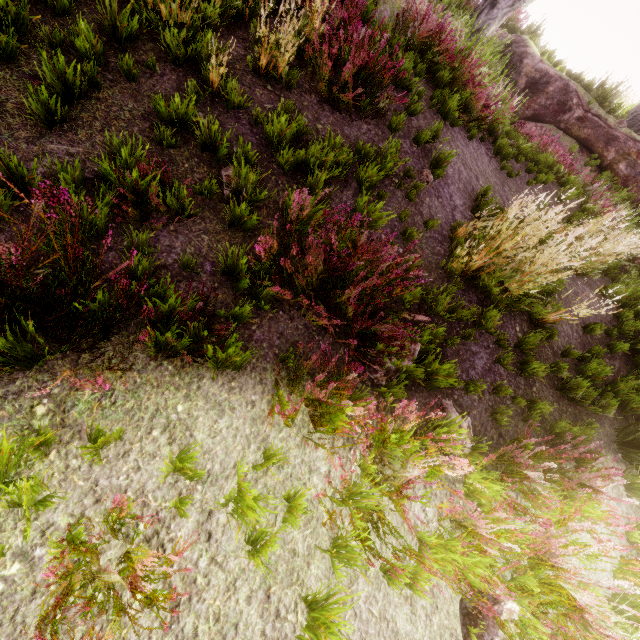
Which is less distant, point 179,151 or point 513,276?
point 179,151

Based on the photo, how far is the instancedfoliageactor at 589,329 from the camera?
5.4m

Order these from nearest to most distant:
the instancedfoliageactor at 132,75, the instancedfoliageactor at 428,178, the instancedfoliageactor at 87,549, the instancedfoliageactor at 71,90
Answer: the instancedfoliageactor at 87,549
the instancedfoliageactor at 71,90
the instancedfoliageactor at 132,75
the instancedfoliageactor at 428,178

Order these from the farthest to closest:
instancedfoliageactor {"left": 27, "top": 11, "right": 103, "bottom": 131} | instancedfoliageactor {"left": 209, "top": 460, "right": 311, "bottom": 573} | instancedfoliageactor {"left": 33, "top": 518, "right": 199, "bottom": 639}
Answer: instancedfoliageactor {"left": 27, "top": 11, "right": 103, "bottom": 131}, instancedfoliageactor {"left": 209, "top": 460, "right": 311, "bottom": 573}, instancedfoliageactor {"left": 33, "top": 518, "right": 199, "bottom": 639}

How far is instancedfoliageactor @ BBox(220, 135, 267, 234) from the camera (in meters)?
3.11

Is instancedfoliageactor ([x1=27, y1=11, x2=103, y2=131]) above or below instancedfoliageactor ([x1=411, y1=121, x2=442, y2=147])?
below

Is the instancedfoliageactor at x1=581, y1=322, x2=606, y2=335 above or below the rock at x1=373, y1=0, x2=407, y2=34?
below

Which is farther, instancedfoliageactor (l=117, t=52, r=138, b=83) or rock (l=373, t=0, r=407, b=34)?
rock (l=373, t=0, r=407, b=34)
